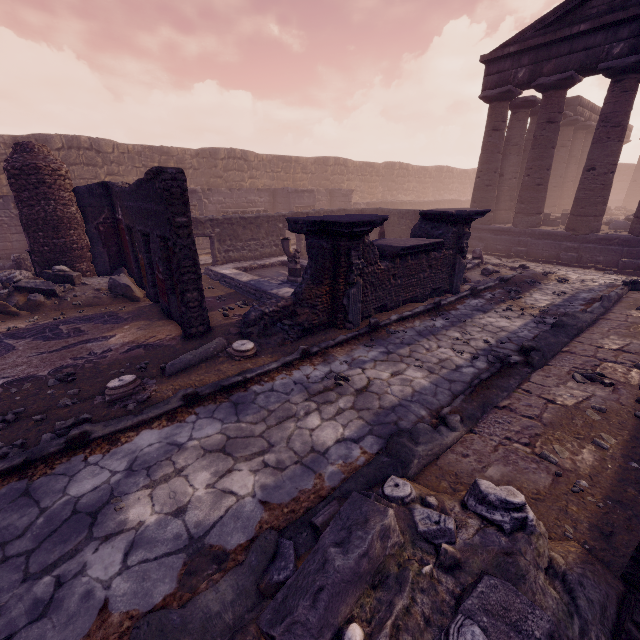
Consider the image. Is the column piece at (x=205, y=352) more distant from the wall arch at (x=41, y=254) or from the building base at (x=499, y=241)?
the building base at (x=499, y=241)

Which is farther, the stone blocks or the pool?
the stone blocks

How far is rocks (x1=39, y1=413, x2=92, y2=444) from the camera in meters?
3.6 m

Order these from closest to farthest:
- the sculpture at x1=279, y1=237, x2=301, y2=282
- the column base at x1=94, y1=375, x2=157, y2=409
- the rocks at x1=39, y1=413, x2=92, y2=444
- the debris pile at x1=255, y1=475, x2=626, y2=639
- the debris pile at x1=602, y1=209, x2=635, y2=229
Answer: the debris pile at x1=255, y1=475, x2=626, y2=639
the rocks at x1=39, y1=413, x2=92, y2=444
the column base at x1=94, y1=375, x2=157, y2=409
the sculpture at x1=279, y1=237, x2=301, y2=282
the debris pile at x1=602, y1=209, x2=635, y2=229

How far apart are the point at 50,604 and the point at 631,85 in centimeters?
1767cm

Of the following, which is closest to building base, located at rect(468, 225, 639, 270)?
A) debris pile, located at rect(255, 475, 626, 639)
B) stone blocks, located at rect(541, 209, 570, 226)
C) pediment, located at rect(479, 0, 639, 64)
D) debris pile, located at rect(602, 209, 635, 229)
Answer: stone blocks, located at rect(541, 209, 570, 226)

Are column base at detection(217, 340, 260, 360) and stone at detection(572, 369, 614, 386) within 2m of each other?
no

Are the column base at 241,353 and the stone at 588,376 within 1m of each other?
no
